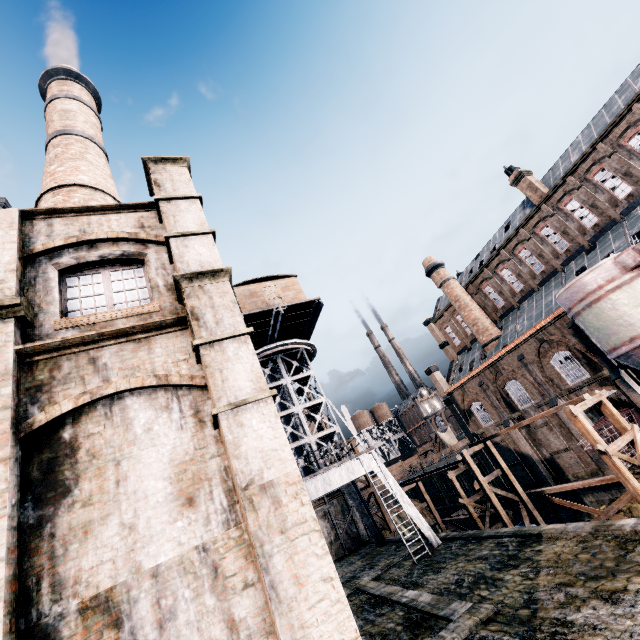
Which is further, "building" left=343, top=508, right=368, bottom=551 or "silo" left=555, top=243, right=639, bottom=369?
"building" left=343, top=508, right=368, bottom=551

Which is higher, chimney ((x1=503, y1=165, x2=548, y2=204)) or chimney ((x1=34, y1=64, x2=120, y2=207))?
chimney ((x1=34, y1=64, x2=120, y2=207))

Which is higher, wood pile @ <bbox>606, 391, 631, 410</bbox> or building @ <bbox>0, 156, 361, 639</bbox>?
building @ <bbox>0, 156, 361, 639</bbox>

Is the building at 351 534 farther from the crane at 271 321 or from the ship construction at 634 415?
the crane at 271 321

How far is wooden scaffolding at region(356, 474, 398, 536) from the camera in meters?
35.2 m

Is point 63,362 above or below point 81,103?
below

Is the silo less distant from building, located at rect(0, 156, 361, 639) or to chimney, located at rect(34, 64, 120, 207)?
building, located at rect(0, 156, 361, 639)

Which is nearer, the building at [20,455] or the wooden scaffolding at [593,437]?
the building at [20,455]
